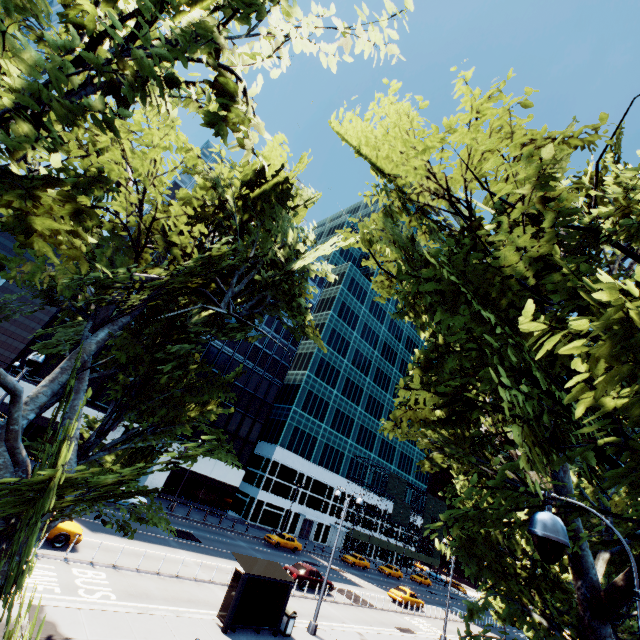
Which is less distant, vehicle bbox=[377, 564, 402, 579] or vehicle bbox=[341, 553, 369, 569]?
vehicle bbox=[341, 553, 369, 569]

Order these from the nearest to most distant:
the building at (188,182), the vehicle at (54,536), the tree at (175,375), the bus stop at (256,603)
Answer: the tree at (175,375)
the bus stop at (256,603)
the vehicle at (54,536)
the building at (188,182)

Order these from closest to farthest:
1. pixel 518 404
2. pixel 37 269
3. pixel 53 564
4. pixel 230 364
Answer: pixel 37 269, pixel 518 404, pixel 53 564, pixel 230 364

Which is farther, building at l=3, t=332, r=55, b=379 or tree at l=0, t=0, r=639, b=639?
building at l=3, t=332, r=55, b=379

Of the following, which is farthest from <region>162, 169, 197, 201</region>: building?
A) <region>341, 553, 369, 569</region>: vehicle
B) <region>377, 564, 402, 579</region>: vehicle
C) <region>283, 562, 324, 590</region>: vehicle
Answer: <region>377, 564, 402, 579</region>: vehicle

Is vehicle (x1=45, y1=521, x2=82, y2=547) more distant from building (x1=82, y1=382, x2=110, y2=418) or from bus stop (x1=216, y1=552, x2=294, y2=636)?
building (x1=82, y1=382, x2=110, y2=418)

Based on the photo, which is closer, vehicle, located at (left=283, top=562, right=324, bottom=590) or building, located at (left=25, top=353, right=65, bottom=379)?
vehicle, located at (left=283, top=562, right=324, bottom=590)

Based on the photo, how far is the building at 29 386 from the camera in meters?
31.1
